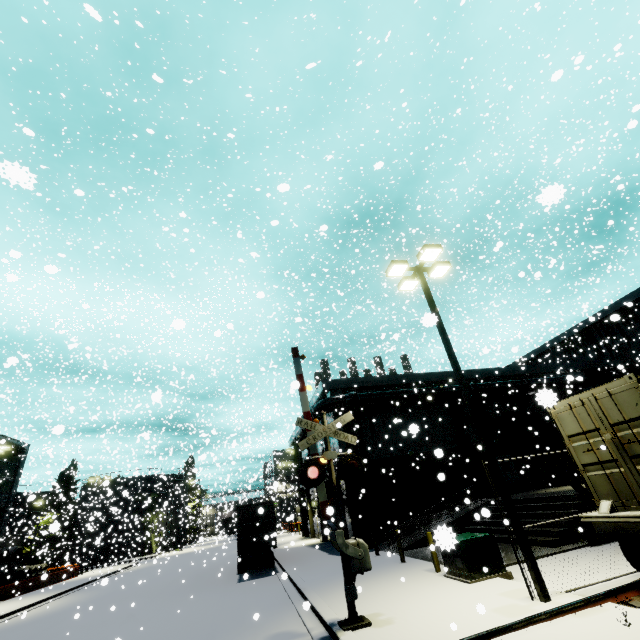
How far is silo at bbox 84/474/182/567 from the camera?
36.4 meters

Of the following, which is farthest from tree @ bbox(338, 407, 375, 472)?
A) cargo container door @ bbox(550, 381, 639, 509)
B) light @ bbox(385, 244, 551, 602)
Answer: cargo container door @ bbox(550, 381, 639, 509)

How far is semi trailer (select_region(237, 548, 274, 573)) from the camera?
19.6m

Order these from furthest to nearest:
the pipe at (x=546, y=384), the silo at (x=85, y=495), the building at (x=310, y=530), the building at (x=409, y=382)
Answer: the silo at (x=85, y=495)
the building at (x=310, y=530)
the pipe at (x=546, y=384)
the building at (x=409, y=382)

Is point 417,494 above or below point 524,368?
below

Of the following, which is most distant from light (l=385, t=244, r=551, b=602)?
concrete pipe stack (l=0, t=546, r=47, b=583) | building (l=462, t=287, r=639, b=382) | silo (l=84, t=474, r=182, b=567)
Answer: silo (l=84, t=474, r=182, b=567)

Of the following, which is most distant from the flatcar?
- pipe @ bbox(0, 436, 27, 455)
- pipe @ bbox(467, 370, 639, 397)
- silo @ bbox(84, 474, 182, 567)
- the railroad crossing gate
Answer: pipe @ bbox(0, 436, 27, 455)

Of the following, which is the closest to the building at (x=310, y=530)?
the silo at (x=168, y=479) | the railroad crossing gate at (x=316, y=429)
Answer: the silo at (x=168, y=479)
